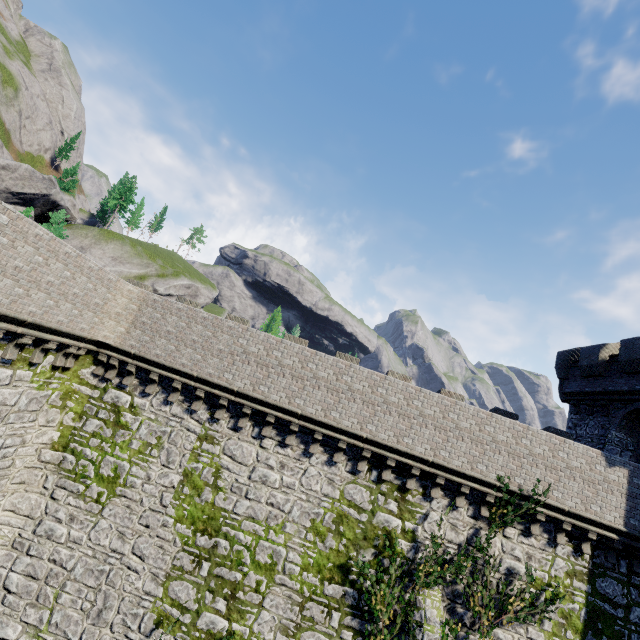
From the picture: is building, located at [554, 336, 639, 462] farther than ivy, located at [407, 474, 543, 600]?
Yes

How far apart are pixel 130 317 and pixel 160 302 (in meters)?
1.30

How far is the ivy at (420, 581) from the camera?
11.5m

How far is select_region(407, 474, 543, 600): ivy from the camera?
Result: 11.52m

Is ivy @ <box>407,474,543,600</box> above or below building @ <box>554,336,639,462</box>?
below

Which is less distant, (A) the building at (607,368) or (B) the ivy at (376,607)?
(B) the ivy at (376,607)
